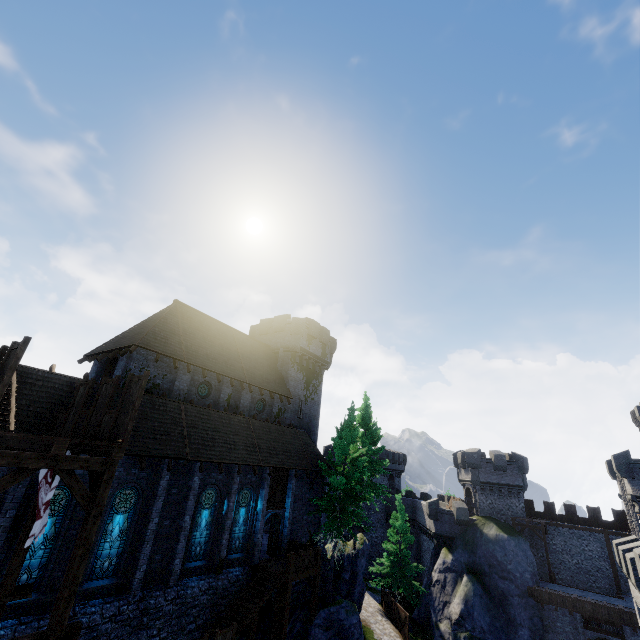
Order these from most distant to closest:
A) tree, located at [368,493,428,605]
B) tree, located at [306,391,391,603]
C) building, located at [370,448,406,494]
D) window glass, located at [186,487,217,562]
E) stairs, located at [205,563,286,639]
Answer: building, located at [370,448,406,494] → tree, located at [368,493,428,605] → tree, located at [306,391,391,603] → window glass, located at [186,487,217,562] → stairs, located at [205,563,286,639]

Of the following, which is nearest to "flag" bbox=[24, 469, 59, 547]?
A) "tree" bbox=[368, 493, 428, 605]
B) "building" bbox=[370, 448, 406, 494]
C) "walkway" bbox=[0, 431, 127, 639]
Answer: "walkway" bbox=[0, 431, 127, 639]

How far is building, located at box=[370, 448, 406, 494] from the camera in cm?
5188

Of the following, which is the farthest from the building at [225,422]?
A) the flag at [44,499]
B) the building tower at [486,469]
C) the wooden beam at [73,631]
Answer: the building tower at [486,469]

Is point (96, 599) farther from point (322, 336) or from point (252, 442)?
point (322, 336)

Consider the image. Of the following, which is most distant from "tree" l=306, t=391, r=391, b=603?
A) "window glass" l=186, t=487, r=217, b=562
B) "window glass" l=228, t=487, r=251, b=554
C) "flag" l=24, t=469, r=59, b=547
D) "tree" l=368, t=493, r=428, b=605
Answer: "flag" l=24, t=469, r=59, b=547

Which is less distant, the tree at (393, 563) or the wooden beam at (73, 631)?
the wooden beam at (73, 631)

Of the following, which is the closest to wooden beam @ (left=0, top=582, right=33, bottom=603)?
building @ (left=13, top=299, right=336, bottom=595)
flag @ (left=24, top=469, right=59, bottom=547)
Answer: flag @ (left=24, top=469, right=59, bottom=547)
